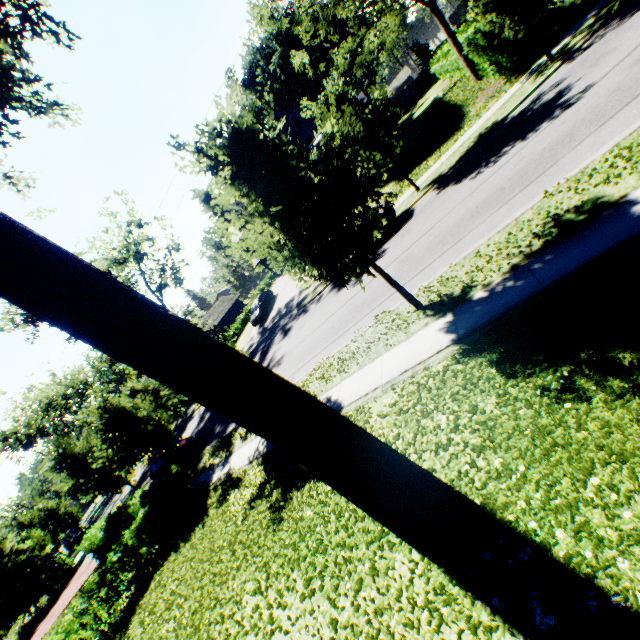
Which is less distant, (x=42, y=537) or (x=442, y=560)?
(x=442, y=560)

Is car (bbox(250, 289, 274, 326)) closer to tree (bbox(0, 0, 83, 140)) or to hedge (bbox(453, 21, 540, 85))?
tree (bbox(0, 0, 83, 140))

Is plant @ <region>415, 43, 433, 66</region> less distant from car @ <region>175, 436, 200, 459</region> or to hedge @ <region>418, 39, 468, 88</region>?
hedge @ <region>418, 39, 468, 88</region>

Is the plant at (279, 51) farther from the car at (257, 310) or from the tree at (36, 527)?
the car at (257, 310)

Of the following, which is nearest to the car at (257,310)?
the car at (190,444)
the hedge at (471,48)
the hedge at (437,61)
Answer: the car at (190,444)

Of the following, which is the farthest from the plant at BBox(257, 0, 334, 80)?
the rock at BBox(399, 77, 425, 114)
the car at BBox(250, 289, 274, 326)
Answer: the car at BBox(250, 289, 274, 326)

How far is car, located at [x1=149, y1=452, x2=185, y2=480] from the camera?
19.09m

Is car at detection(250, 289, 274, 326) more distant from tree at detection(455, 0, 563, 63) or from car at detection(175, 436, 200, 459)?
car at detection(175, 436, 200, 459)
